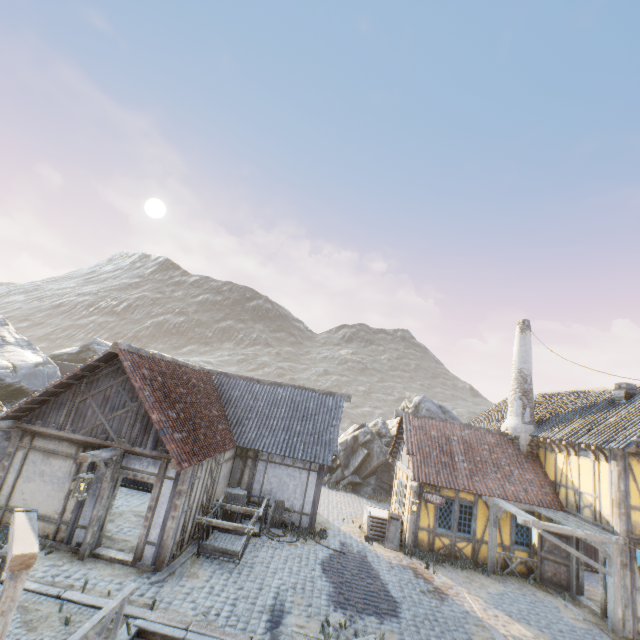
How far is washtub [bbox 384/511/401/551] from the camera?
13.9 meters

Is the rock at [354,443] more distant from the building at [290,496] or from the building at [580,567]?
the building at [580,567]

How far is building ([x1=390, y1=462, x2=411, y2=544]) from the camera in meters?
14.5

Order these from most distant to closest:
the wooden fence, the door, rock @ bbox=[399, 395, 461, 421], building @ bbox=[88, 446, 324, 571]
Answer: rock @ bbox=[399, 395, 461, 421] < the door < building @ bbox=[88, 446, 324, 571] < the wooden fence

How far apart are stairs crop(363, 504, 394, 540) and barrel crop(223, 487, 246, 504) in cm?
566

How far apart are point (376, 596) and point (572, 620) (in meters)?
7.04

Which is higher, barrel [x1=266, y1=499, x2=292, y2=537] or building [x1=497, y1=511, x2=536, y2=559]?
building [x1=497, y1=511, x2=536, y2=559]

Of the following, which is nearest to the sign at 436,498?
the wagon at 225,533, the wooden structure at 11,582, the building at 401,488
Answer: the building at 401,488
